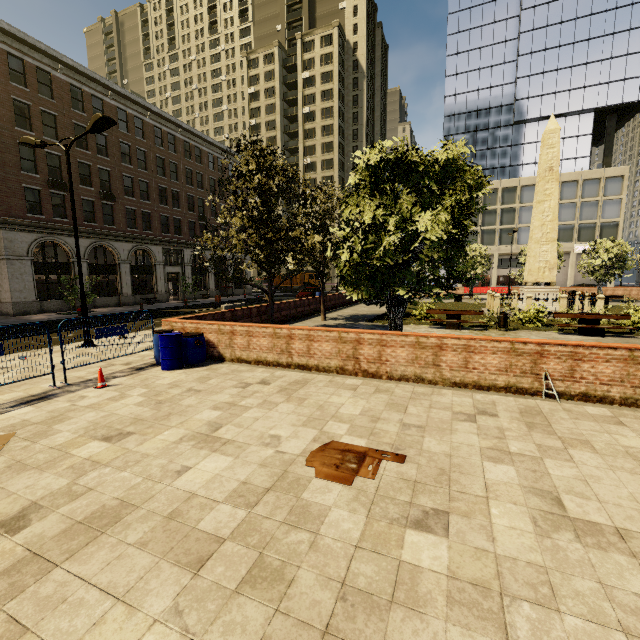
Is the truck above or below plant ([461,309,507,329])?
above

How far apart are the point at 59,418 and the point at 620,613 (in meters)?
8.20

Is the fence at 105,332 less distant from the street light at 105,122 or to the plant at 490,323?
the street light at 105,122

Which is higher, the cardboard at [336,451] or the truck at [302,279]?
the truck at [302,279]

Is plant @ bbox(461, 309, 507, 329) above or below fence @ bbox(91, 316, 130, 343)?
below

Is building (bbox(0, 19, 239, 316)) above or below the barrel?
above

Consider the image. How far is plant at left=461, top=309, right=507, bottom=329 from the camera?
15.9m

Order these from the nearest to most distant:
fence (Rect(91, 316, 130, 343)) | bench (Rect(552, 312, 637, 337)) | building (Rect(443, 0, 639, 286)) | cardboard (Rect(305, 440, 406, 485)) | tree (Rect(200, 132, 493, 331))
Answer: cardboard (Rect(305, 440, 406, 485)), tree (Rect(200, 132, 493, 331)), fence (Rect(91, 316, 130, 343)), bench (Rect(552, 312, 637, 337)), building (Rect(443, 0, 639, 286))
